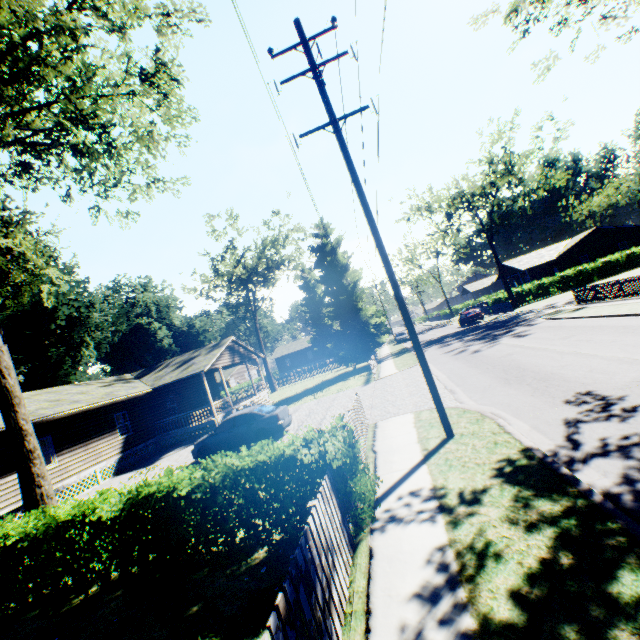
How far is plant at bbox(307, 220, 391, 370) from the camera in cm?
3164

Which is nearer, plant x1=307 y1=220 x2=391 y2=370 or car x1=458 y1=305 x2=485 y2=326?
plant x1=307 y1=220 x2=391 y2=370

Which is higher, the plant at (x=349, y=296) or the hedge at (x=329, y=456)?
the plant at (x=349, y=296)

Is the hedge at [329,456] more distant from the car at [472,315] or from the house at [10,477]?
the car at [472,315]

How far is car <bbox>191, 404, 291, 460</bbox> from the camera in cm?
1434

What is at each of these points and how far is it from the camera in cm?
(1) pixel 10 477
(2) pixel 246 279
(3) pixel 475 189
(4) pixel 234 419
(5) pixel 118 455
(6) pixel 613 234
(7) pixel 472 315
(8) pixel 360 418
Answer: (1) house, 1445
(2) tree, 3881
(3) tree, 4094
(4) car, 1484
(5) house, 1973
(6) house, 4447
(7) car, 3828
(8) fence, 1008

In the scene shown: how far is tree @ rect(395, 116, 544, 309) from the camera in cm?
3506

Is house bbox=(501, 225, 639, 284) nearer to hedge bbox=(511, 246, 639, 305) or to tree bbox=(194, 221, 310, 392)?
hedge bbox=(511, 246, 639, 305)
